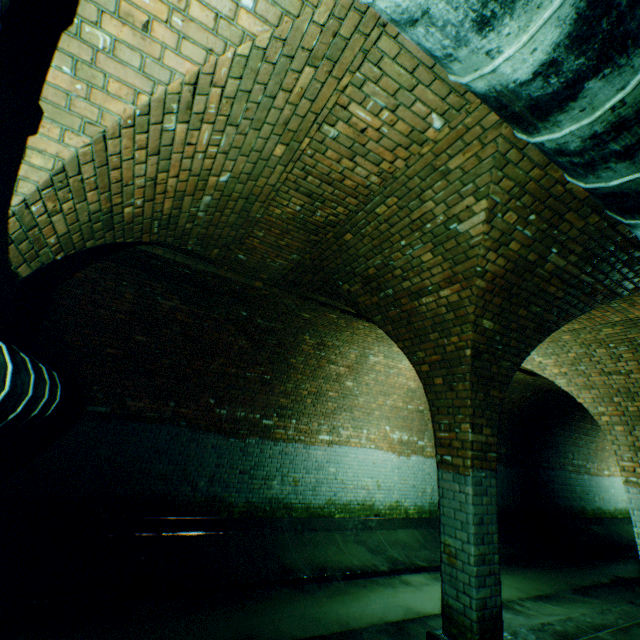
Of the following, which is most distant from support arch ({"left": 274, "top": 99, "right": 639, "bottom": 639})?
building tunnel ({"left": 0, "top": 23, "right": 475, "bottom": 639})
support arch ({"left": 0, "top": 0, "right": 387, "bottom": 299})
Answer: support arch ({"left": 0, "top": 0, "right": 387, "bottom": 299})

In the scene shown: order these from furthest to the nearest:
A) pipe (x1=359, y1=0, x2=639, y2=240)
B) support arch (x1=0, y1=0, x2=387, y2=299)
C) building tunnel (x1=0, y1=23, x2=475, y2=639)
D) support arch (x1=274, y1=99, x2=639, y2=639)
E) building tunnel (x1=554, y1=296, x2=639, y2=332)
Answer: building tunnel (x1=554, y1=296, x2=639, y2=332) < building tunnel (x1=0, y1=23, x2=475, y2=639) < support arch (x1=274, y1=99, x2=639, y2=639) < support arch (x1=0, y1=0, x2=387, y2=299) < pipe (x1=359, y1=0, x2=639, y2=240)

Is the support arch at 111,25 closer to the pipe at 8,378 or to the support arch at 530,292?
the pipe at 8,378

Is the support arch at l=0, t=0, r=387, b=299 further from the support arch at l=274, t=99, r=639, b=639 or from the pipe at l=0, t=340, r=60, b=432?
the support arch at l=274, t=99, r=639, b=639

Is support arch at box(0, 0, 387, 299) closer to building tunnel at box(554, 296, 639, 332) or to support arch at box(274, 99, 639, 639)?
building tunnel at box(554, 296, 639, 332)

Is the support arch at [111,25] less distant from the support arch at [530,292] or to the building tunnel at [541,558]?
the building tunnel at [541,558]

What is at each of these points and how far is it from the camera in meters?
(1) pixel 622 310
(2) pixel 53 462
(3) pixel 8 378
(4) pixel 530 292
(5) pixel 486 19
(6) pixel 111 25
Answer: (1) building tunnel, 4.9 m
(2) building tunnel, 5.6 m
(3) pipe, 1.8 m
(4) support arch, 3.6 m
(5) pipe, 1.1 m
(6) support arch, 1.7 m
